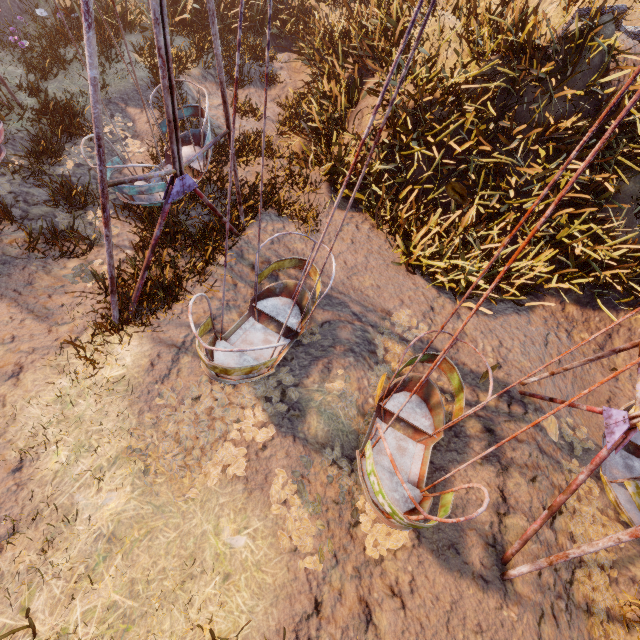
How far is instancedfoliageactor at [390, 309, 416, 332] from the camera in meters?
6.0 m

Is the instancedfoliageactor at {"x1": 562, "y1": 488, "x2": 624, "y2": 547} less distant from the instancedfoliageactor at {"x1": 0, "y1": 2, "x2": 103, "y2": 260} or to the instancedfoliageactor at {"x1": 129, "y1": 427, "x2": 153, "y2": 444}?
the instancedfoliageactor at {"x1": 129, "y1": 427, "x2": 153, "y2": 444}

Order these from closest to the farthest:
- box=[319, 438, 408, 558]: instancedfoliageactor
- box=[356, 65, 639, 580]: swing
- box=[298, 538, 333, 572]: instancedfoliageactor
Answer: box=[356, 65, 639, 580]: swing < box=[298, 538, 333, 572]: instancedfoliageactor < box=[319, 438, 408, 558]: instancedfoliageactor

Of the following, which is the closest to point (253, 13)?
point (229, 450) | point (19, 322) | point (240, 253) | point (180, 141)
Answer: point (240, 253)

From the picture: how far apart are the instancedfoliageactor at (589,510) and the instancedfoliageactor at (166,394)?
4.3m

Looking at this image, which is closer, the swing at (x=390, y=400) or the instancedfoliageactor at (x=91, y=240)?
the swing at (x=390, y=400)

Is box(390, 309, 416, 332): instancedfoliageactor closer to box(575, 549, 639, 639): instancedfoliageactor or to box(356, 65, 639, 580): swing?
box(356, 65, 639, 580): swing

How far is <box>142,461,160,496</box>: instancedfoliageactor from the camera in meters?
3.7 m
